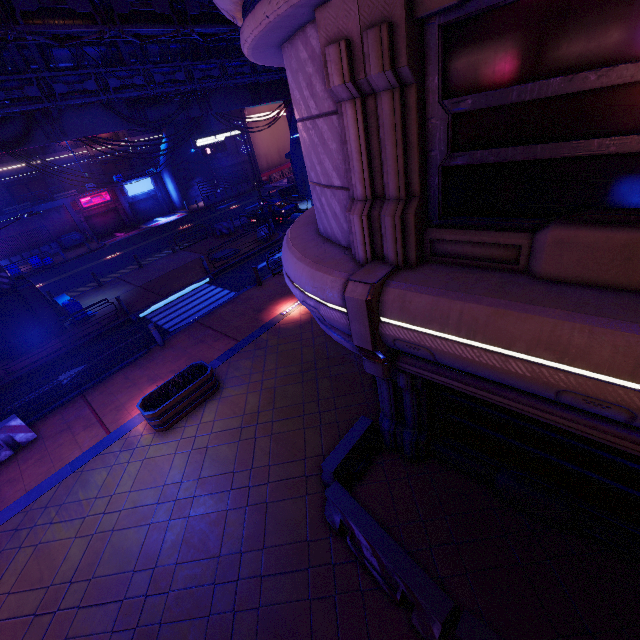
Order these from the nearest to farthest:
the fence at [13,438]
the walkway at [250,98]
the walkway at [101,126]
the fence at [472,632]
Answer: the fence at [472,632], the fence at [13,438], the walkway at [101,126], the walkway at [250,98]

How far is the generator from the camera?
33.9m

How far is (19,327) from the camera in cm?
1548

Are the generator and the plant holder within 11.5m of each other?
no

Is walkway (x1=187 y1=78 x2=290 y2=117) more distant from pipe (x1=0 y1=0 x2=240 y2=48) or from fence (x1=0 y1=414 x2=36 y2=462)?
fence (x1=0 y1=414 x2=36 y2=462)

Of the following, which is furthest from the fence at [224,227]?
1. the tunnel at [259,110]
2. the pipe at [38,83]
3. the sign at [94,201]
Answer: the sign at [94,201]

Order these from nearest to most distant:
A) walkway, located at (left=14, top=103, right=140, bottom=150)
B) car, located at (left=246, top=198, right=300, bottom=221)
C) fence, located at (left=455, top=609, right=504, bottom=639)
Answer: fence, located at (left=455, top=609, right=504, bottom=639)
walkway, located at (left=14, top=103, right=140, bottom=150)
car, located at (left=246, top=198, right=300, bottom=221)

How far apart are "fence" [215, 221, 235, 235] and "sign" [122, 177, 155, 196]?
19.64m
